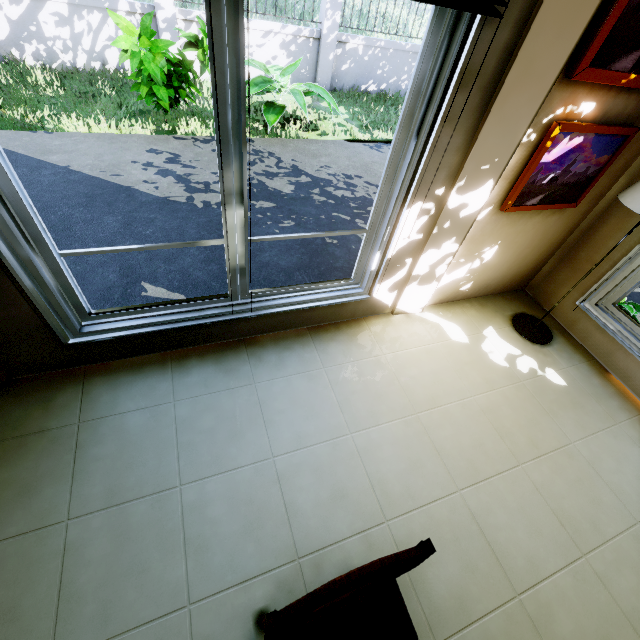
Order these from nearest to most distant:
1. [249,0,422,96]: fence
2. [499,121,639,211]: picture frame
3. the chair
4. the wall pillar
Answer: the chair → the wall pillar → [499,121,639,211]: picture frame → [249,0,422,96]: fence

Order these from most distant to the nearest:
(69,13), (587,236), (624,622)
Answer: (69,13) → (587,236) → (624,622)

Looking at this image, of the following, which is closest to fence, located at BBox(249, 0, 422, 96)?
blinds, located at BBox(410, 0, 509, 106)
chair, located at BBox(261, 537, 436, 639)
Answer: blinds, located at BBox(410, 0, 509, 106)

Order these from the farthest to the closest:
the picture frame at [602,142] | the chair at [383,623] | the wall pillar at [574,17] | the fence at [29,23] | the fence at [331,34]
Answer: the fence at [331,34], the fence at [29,23], the picture frame at [602,142], the wall pillar at [574,17], the chair at [383,623]

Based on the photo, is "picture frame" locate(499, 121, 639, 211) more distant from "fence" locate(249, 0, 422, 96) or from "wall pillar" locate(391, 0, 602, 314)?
"fence" locate(249, 0, 422, 96)

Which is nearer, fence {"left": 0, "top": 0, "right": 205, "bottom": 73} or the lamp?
the lamp

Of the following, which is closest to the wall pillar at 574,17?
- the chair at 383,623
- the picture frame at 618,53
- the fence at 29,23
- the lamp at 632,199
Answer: the picture frame at 618,53
